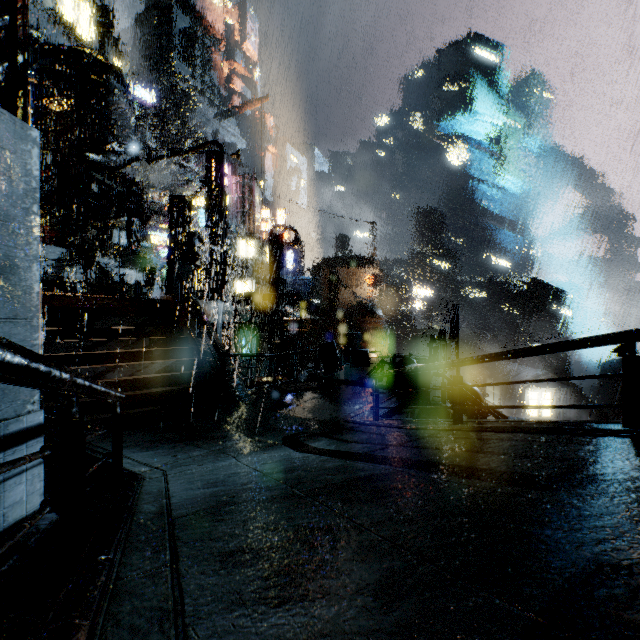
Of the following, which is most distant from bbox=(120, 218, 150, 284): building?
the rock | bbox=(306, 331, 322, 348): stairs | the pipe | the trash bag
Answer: the rock

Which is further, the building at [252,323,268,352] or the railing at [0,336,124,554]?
the building at [252,323,268,352]

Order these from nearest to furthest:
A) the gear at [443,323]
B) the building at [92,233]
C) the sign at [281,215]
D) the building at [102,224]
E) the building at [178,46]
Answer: the building at [92,233], the building at [102,224], the sign at [281,215], the gear at [443,323], the building at [178,46]

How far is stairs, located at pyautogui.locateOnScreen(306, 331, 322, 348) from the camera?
53.0m

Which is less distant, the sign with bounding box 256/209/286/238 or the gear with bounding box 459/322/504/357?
the sign with bounding box 256/209/286/238

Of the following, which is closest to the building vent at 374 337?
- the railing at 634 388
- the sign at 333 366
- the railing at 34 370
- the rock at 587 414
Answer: the sign at 333 366

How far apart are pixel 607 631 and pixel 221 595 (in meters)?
1.35

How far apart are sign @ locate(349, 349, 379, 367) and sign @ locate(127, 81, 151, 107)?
37.2 meters
